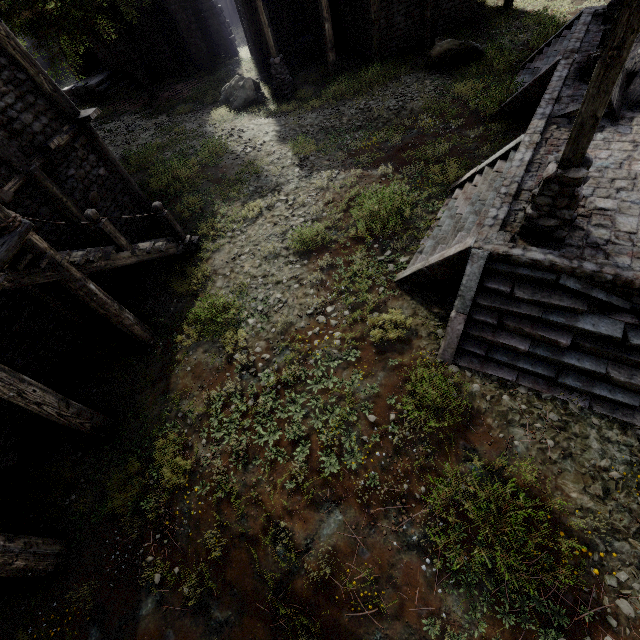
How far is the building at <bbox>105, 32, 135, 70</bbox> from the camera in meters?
21.3 m

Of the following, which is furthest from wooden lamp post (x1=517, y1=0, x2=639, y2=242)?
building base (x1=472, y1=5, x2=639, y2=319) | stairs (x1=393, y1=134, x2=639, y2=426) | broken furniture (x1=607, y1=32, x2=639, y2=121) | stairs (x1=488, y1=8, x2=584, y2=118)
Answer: stairs (x1=488, y1=8, x2=584, y2=118)

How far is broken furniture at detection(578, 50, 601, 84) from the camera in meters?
8.0

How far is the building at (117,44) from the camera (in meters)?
21.30

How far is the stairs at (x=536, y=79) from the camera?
9.77m

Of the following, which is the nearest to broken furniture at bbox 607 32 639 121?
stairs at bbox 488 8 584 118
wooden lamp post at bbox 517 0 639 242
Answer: stairs at bbox 488 8 584 118

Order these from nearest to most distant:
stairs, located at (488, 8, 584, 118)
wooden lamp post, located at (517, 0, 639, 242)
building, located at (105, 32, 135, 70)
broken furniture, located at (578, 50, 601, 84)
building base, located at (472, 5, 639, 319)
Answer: wooden lamp post, located at (517, 0, 639, 242) < building base, located at (472, 5, 639, 319) < broken furniture, located at (578, 50, 601, 84) < stairs, located at (488, 8, 584, 118) < building, located at (105, 32, 135, 70)

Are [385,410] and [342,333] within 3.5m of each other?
yes
